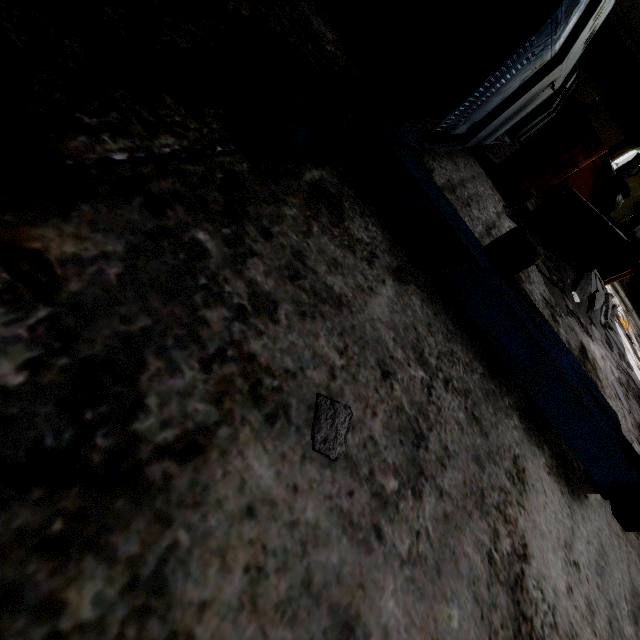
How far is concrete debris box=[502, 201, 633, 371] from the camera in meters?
3.7 m

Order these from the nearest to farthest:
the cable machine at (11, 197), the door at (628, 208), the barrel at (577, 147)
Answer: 1. the cable machine at (11, 197)
2. the barrel at (577, 147)
3. the door at (628, 208)

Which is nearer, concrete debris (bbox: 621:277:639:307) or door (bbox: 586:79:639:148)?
concrete debris (bbox: 621:277:639:307)

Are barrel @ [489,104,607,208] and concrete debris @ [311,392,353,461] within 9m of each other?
yes

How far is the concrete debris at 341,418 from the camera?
0.81m

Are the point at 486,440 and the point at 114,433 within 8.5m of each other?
yes

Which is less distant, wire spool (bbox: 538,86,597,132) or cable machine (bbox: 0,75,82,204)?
cable machine (bbox: 0,75,82,204)

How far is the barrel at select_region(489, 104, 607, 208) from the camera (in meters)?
3.50
